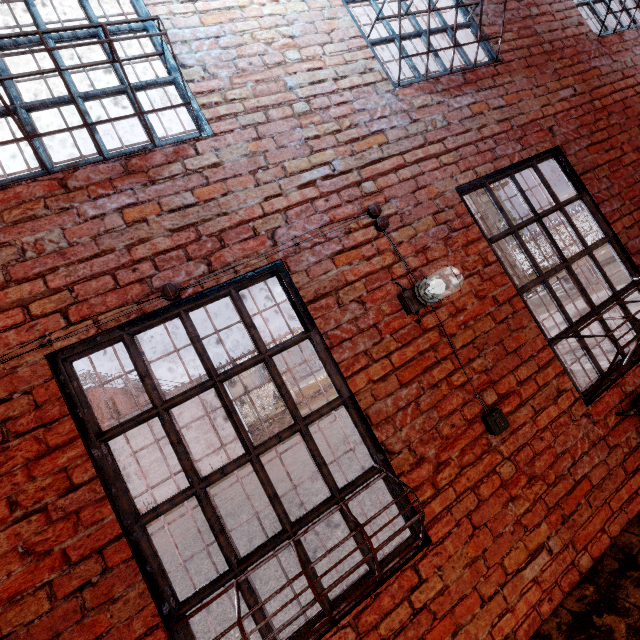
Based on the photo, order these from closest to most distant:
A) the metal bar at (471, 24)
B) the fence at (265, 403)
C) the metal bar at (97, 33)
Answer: the metal bar at (97, 33) < the metal bar at (471, 24) < the fence at (265, 403)

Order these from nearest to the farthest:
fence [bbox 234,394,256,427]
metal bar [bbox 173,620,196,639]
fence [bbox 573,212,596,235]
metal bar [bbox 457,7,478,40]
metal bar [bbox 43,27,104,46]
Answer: metal bar [bbox 173,620,196,639], metal bar [bbox 43,27,104,46], metal bar [bbox 457,7,478,40], fence [bbox 234,394,256,427], fence [bbox 573,212,596,235]

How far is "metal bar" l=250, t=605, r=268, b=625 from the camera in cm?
167

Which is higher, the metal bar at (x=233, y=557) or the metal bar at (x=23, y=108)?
→ the metal bar at (x=23, y=108)

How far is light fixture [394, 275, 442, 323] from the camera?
2.2 meters

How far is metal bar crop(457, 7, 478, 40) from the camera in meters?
3.2

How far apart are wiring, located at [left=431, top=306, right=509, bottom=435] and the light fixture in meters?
0.1

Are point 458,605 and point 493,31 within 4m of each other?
no
